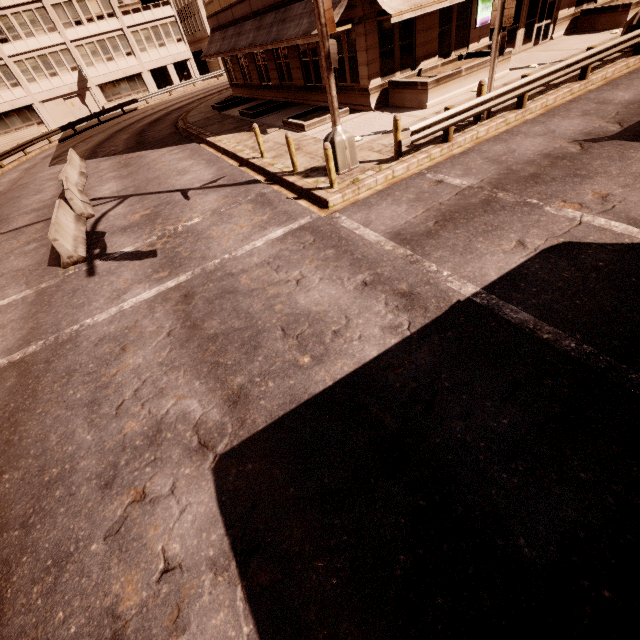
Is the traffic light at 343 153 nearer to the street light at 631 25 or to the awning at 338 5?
the awning at 338 5

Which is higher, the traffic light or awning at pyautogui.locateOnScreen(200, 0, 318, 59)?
awning at pyautogui.locateOnScreen(200, 0, 318, 59)

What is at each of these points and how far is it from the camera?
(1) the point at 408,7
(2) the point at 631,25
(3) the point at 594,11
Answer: (1) awning, 12.2 meters
(2) street light, 13.5 meters
(3) planter, 17.9 meters

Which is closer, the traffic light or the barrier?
the traffic light

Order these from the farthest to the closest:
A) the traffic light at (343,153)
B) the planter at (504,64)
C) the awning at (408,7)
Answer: the planter at (504,64) < the awning at (408,7) < the traffic light at (343,153)

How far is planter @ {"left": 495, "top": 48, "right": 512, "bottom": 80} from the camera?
14.3 meters

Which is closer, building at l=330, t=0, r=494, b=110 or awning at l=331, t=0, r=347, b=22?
awning at l=331, t=0, r=347, b=22

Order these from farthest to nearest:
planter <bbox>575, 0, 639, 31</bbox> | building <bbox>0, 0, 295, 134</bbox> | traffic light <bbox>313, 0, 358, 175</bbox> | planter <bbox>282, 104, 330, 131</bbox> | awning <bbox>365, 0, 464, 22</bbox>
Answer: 1. building <bbox>0, 0, 295, 134</bbox>
2. planter <bbox>575, 0, 639, 31</bbox>
3. planter <bbox>282, 104, 330, 131</bbox>
4. awning <bbox>365, 0, 464, 22</bbox>
5. traffic light <bbox>313, 0, 358, 175</bbox>
